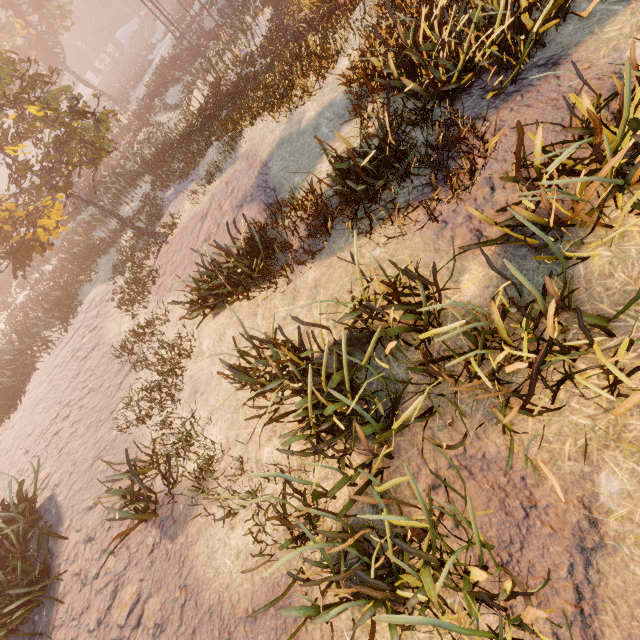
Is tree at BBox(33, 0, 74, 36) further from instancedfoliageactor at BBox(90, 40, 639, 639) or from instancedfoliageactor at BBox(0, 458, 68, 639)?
instancedfoliageactor at BBox(90, 40, 639, 639)

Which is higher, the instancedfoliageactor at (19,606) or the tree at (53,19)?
the tree at (53,19)

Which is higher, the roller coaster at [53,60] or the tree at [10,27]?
the tree at [10,27]

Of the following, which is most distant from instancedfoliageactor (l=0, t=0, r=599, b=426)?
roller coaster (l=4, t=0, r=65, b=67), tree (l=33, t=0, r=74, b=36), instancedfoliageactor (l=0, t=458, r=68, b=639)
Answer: tree (l=33, t=0, r=74, b=36)

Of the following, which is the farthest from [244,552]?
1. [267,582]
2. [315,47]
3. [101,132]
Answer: [315,47]

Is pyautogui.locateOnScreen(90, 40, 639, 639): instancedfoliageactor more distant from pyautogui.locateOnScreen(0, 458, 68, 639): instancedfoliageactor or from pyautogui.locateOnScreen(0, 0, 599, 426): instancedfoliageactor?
pyautogui.locateOnScreen(0, 458, 68, 639): instancedfoliageactor

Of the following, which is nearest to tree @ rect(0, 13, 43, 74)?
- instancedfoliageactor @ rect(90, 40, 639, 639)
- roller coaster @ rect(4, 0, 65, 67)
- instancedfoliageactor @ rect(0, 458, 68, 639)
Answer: roller coaster @ rect(4, 0, 65, 67)
